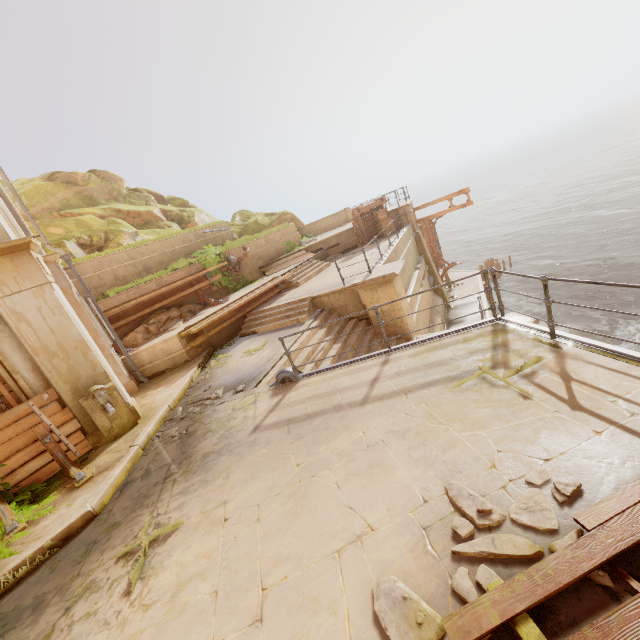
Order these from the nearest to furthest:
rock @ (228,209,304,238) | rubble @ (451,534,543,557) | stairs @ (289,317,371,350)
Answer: rubble @ (451,534,543,557) → stairs @ (289,317,371,350) → rock @ (228,209,304,238)

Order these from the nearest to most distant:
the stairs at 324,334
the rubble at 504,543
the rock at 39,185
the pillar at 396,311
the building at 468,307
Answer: the rubble at 504,543 < the stairs at 324,334 < the pillar at 396,311 < the rock at 39,185 < the building at 468,307

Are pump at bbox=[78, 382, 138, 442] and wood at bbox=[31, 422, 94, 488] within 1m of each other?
yes

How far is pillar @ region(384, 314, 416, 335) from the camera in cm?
1025

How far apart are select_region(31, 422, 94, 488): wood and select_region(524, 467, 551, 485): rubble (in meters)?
6.18

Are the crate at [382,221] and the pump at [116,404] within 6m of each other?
no

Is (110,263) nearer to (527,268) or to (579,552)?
(579,552)

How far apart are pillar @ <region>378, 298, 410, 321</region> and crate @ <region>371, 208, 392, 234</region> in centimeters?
795cm
